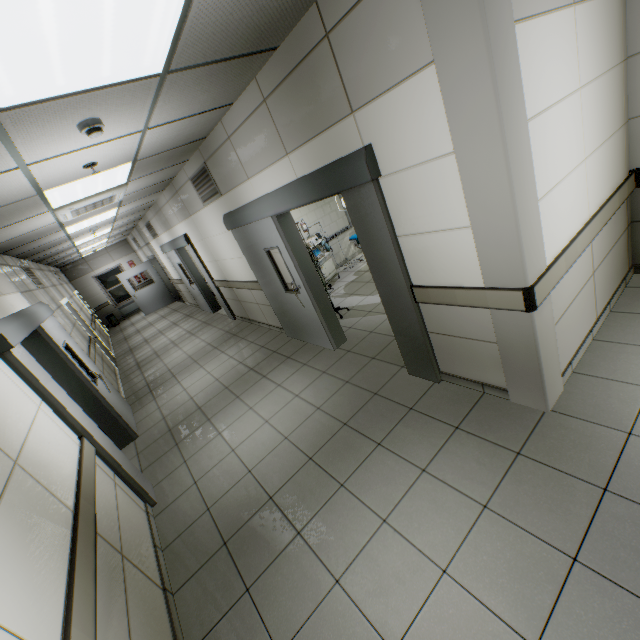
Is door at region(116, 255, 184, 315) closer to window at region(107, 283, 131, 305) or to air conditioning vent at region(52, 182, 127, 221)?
window at region(107, 283, 131, 305)

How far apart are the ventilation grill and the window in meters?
12.8 m

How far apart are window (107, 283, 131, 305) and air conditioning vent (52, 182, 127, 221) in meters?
12.2 m

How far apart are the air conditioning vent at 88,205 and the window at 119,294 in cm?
1219

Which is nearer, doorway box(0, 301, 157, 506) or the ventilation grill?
doorway box(0, 301, 157, 506)

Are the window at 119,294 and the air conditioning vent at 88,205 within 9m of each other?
no

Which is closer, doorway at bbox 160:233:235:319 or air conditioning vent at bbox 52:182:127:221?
air conditioning vent at bbox 52:182:127:221

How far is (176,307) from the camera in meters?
13.1 m
